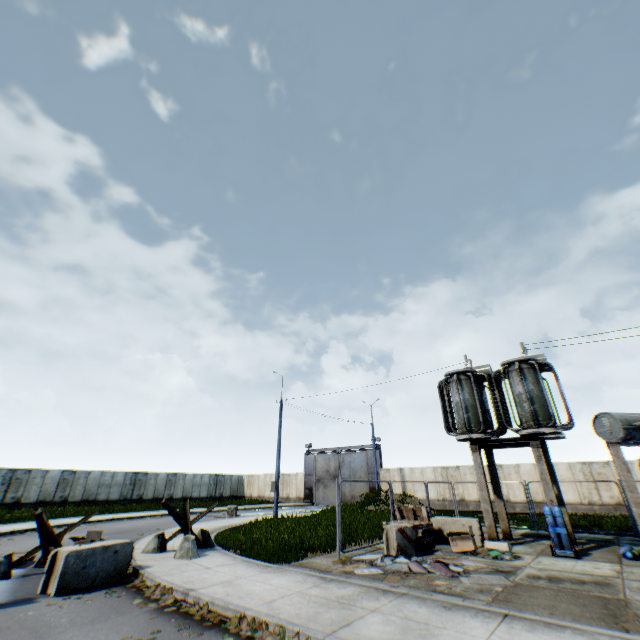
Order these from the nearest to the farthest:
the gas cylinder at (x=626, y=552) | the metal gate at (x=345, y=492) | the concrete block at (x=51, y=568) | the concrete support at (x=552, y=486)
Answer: the concrete block at (x=51, y=568) < the gas cylinder at (x=626, y=552) < the concrete support at (x=552, y=486) < the metal gate at (x=345, y=492)

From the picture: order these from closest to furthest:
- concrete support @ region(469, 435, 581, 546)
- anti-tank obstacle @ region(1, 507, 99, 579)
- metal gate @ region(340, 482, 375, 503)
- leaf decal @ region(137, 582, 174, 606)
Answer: leaf decal @ region(137, 582, 174, 606), anti-tank obstacle @ region(1, 507, 99, 579), concrete support @ region(469, 435, 581, 546), metal gate @ region(340, 482, 375, 503)

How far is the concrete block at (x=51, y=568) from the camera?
7.4m

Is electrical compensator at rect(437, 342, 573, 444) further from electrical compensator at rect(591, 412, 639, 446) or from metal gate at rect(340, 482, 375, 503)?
metal gate at rect(340, 482, 375, 503)

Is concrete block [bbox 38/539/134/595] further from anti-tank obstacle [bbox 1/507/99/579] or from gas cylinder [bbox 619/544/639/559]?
gas cylinder [bbox 619/544/639/559]

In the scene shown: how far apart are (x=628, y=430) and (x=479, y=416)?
5.16m

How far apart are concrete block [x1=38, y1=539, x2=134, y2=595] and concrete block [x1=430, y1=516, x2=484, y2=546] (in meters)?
10.49

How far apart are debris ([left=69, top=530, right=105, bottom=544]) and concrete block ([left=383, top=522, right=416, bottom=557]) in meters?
9.9 m
